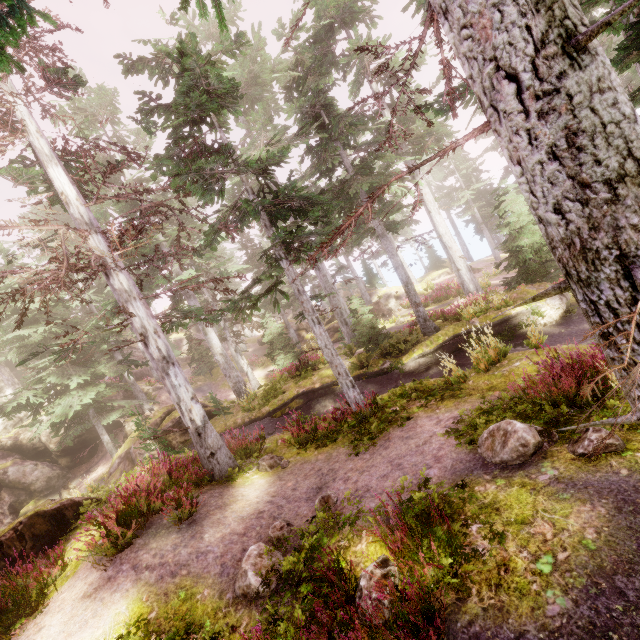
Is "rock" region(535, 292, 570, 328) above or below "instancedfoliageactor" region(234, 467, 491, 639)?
below

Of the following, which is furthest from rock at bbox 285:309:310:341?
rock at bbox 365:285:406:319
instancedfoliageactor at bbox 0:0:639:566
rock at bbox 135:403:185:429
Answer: rock at bbox 365:285:406:319

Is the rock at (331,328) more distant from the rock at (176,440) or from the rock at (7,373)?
the rock at (7,373)

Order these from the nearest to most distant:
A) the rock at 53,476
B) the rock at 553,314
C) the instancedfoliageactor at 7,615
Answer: the instancedfoliageactor at 7,615, the rock at 53,476, the rock at 553,314

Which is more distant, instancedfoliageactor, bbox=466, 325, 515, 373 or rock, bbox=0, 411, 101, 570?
instancedfoliageactor, bbox=466, 325, 515, 373

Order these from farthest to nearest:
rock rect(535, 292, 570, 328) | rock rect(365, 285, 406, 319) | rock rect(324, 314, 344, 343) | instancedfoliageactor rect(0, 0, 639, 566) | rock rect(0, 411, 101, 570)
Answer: rock rect(365, 285, 406, 319)
rock rect(324, 314, 344, 343)
rock rect(535, 292, 570, 328)
rock rect(0, 411, 101, 570)
instancedfoliageactor rect(0, 0, 639, 566)

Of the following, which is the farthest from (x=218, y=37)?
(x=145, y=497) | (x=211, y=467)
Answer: (x=145, y=497)

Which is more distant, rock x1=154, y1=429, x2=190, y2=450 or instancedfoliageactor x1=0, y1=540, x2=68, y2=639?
rock x1=154, y1=429, x2=190, y2=450
